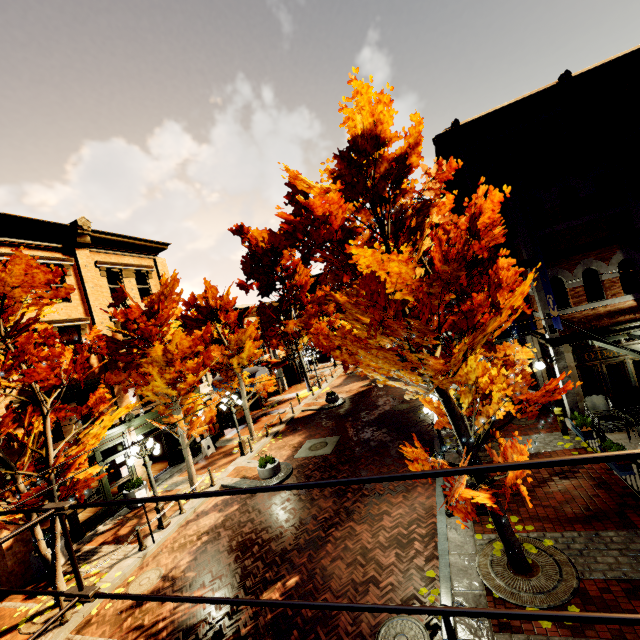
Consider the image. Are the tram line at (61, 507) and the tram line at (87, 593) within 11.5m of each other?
yes

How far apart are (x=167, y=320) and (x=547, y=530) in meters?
14.6

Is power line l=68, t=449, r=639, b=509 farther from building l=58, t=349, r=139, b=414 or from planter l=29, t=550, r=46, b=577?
planter l=29, t=550, r=46, b=577

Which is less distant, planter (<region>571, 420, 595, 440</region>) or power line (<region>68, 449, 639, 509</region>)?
power line (<region>68, 449, 639, 509</region>)

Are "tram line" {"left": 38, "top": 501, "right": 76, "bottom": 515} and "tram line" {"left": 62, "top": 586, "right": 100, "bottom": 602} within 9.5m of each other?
yes

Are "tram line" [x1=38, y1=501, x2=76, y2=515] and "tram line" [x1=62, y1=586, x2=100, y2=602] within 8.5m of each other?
yes

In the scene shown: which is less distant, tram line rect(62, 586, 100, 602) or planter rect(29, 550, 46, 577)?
tram line rect(62, 586, 100, 602)

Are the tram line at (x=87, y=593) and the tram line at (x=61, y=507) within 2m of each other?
yes
